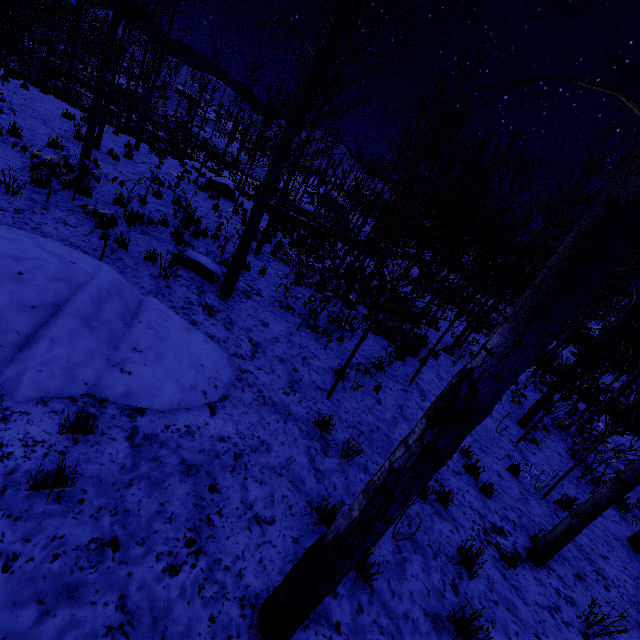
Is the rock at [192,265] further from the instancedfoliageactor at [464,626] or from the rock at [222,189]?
the rock at [222,189]

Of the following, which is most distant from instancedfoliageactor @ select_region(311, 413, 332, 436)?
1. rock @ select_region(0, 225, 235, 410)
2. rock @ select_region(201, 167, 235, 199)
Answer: rock @ select_region(201, 167, 235, 199)

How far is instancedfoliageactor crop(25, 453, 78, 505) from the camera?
2.5m

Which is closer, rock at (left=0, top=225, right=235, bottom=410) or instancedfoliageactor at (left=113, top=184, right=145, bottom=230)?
rock at (left=0, top=225, right=235, bottom=410)

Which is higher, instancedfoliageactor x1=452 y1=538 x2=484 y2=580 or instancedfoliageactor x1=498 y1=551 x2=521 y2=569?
instancedfoliageactor x1=452 y1=538 x2=484 y2=580

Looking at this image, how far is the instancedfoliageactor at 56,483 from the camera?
2.5m

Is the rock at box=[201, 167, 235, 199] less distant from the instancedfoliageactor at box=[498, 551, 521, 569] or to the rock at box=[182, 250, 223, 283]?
the instancedfoliageactor at box=[498, 551, 521, 569]

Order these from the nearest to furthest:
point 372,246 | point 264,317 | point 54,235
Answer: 1. point 54,235
2. point 264,317
3. point 372,246
